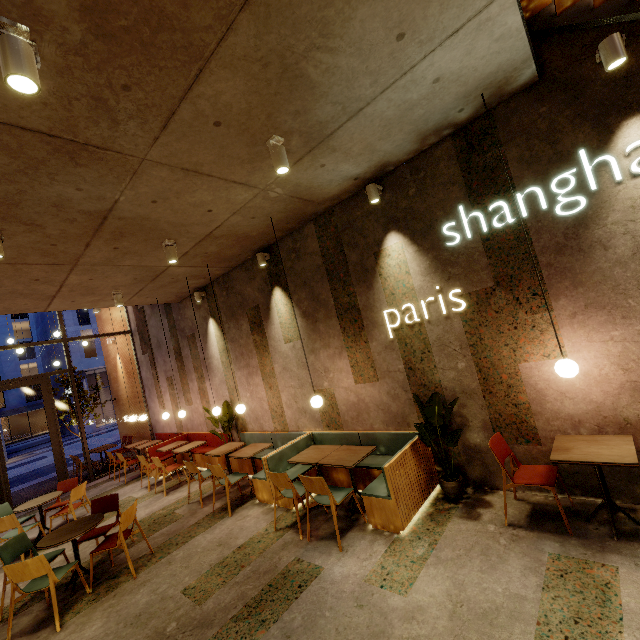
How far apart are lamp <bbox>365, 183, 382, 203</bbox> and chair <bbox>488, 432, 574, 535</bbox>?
3.47m

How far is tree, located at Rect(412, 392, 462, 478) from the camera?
4.1m

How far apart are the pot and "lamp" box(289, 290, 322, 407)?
1.9m

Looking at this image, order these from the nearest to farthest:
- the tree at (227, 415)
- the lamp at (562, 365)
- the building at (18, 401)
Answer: the lamp at (562, 365), the tree at (227, 415), the building at (18, 401)

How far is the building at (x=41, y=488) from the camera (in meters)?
10.09

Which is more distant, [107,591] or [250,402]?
[250,402]

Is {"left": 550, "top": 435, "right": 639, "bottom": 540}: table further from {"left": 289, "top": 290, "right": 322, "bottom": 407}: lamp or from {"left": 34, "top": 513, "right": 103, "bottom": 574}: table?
{"left": 34, "top": 513, "right": 103, "bottom": 574}: table

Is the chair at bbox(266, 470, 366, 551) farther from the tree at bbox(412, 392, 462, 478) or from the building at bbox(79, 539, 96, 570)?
the tree at bbox(412, 392, 462, 478)
